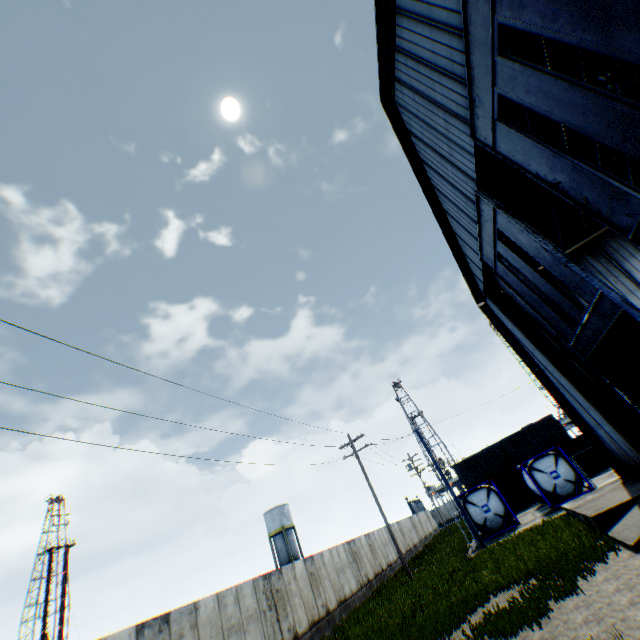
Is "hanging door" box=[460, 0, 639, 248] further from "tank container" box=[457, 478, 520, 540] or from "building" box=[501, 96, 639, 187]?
"tank container" box=[457, 478, 520, 540]

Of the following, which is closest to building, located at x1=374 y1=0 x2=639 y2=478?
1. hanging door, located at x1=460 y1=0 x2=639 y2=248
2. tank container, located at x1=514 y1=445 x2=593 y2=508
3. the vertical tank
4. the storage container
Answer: hanging door, located at x1=460 y1=0 x2=639 y2=248

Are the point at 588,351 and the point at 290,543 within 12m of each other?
no

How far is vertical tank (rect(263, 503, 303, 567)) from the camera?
46.50m

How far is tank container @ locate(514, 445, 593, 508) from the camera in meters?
21.3

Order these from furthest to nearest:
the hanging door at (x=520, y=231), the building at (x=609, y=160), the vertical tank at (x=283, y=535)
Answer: the vertical tank at (x=283, y=535), the building at (x=609, y=160), the hanging door at (x=520, y=231)

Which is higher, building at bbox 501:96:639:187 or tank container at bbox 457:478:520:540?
building at bbox 501:96:639:187

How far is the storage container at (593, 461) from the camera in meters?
28.5
